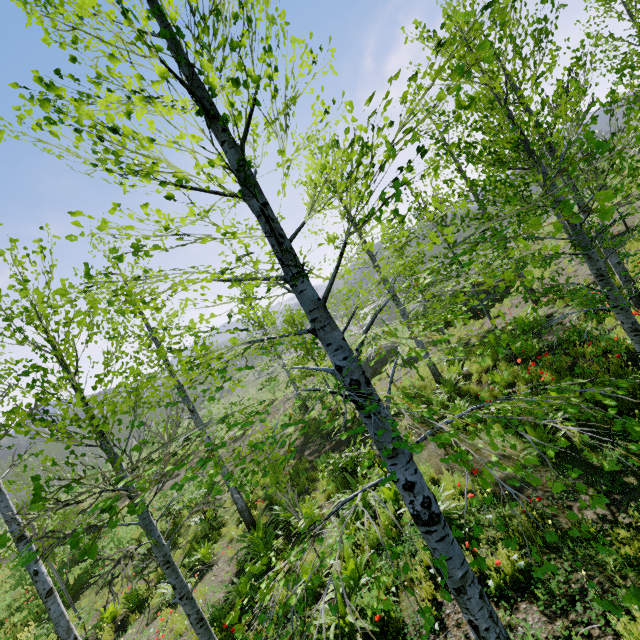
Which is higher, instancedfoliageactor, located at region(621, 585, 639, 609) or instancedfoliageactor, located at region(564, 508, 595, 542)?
instancedfoliageactor, located at region(621, 585, 639, 609)

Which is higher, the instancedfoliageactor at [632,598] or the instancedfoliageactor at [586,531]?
the instancedfoliageactor at [632,598]

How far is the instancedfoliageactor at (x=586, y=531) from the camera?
1.7 meters

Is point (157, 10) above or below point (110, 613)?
above

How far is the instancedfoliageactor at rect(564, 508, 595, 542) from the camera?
1.7 meters
